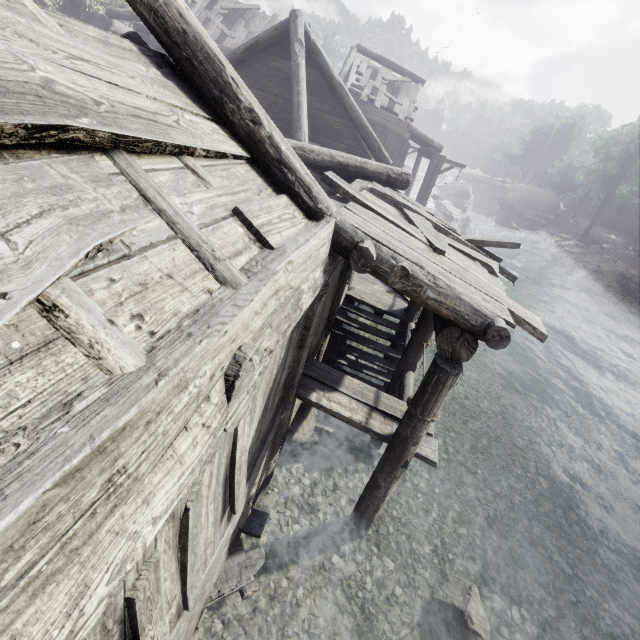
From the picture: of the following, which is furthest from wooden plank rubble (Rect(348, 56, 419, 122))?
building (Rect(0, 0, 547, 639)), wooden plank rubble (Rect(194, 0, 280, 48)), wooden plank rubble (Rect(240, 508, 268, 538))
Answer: wooden plank rubble (Rect(240, 508, 268, 538))

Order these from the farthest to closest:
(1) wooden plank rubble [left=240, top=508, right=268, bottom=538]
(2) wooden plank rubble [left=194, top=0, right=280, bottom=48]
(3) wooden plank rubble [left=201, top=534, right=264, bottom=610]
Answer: (2) wooden plank rubble [left=194, top=0, right=280, bottom=48] → (1) wooden plank rubble [left=240, top=508, right=268, bottom=538] → (3) wooden plank rubble [left=201, top=534, right=264, bottom=610]

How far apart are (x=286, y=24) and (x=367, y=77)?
11.3 meters

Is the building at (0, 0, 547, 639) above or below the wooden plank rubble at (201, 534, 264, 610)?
above

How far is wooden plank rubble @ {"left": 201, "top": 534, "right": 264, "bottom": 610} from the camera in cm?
415

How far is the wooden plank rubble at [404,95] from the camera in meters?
18.4 m

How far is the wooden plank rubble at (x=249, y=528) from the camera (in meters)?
4.96

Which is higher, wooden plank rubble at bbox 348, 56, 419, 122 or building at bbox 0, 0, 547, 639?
wooden plank rubble at bbox 348, 56, 419, 122
